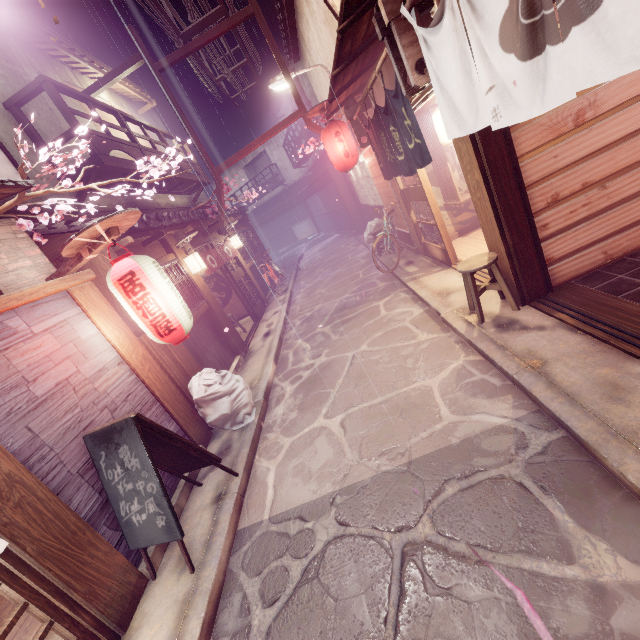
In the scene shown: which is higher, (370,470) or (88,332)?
(88,332)

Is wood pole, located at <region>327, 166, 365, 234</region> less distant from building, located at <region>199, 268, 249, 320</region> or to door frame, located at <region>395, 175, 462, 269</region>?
door frame, located at <region>395, 175, 462, 269</region>

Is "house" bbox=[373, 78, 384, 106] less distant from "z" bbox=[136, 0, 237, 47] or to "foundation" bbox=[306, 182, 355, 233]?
"z" bbox=[136, 0, 237, 47]

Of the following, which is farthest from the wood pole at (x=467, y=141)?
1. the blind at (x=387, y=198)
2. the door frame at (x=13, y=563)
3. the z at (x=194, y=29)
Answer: the door frame at (x=13, y=563)

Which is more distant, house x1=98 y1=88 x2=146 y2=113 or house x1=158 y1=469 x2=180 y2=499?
house x1=98 y1=88 x2=146 y2=113

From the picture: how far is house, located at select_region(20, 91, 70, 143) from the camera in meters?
11.6

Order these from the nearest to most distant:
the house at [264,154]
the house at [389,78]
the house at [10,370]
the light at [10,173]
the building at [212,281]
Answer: the house at [10,370], the light at [10,173], the house at [389,78], the building at [212,281], the house at [264,154]

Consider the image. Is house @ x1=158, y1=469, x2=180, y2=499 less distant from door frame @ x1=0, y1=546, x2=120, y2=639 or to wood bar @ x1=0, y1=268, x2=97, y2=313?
wood bar @ x1=0, y1=268, x2=97, y2=313
